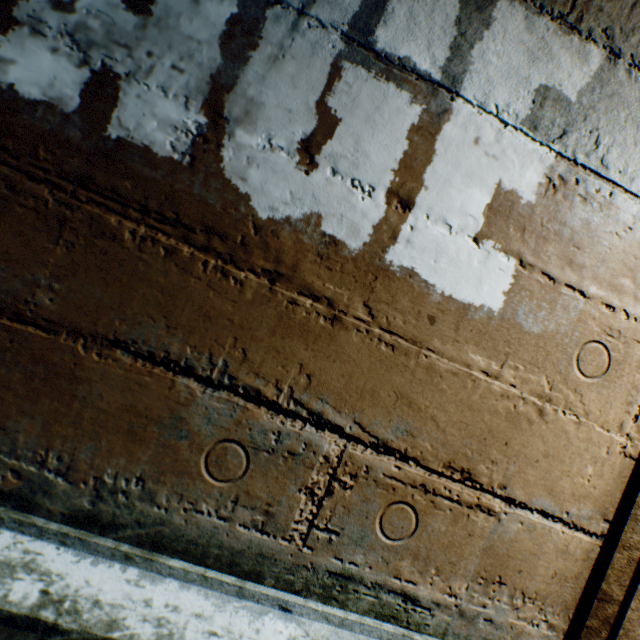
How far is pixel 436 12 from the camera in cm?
86
